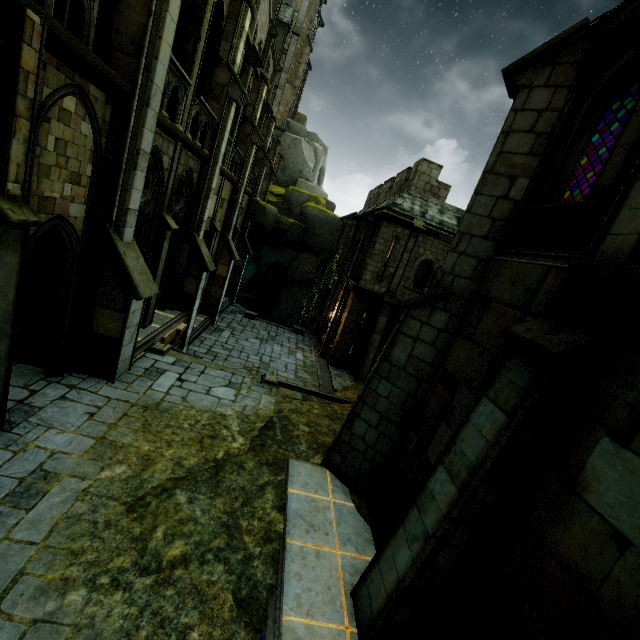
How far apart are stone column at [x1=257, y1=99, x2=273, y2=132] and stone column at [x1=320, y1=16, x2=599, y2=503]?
18.04m

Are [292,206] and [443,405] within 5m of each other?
no

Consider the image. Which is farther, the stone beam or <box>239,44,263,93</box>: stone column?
<box>239,44,263,93</box>: stone column

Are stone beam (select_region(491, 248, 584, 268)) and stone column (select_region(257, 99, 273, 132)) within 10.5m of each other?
no

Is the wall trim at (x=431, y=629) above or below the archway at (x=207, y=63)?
below

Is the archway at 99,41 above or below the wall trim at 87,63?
above

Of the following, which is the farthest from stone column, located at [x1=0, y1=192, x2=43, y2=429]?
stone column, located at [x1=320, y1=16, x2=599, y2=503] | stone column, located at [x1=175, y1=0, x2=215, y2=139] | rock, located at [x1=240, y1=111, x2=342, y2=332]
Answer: rock, located at [x1=240, y1=111, x2=342, y2=332]

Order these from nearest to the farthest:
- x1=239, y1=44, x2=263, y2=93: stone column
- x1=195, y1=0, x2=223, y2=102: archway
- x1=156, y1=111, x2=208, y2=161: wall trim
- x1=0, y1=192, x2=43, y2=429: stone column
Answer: x1=0, y1=192, x2=43, y2=429: stone column < x1=156, y1=111, x2=208, y2=161: wall trim < x1=195, y1=0, x2=223, y2=102: archway < x1=239, y1=44, x2=263, y2=93: stone column
